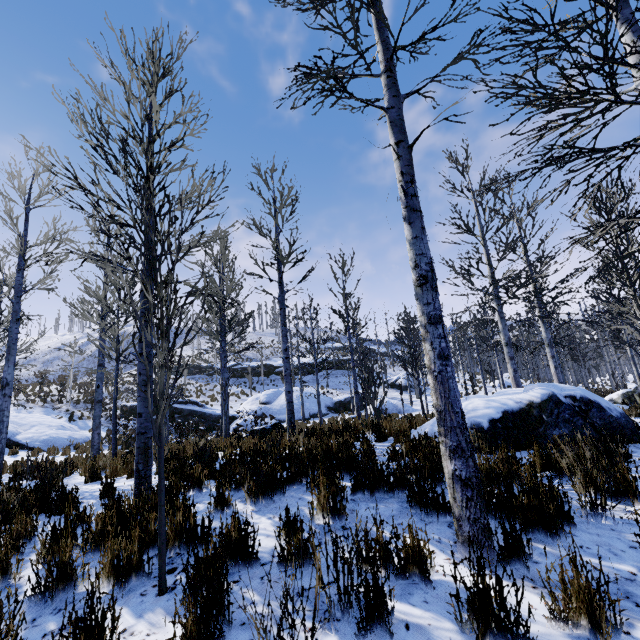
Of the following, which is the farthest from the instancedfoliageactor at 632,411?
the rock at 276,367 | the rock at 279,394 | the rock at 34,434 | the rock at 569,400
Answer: the rock at 276,367

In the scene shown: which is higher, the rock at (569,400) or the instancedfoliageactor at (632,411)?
the rock at (569,400)

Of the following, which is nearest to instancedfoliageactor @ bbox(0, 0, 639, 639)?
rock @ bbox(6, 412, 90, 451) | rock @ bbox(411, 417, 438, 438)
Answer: rock @ bbox(411, 417, 438, 438)

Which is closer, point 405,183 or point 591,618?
point 591,618

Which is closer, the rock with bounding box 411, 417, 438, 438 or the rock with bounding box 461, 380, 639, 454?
the rock with bounding box 461, 380, 639, 454

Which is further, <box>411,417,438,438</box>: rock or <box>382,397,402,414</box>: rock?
<box>382,397,402,414</box>: rock

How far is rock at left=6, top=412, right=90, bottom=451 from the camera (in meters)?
15.86

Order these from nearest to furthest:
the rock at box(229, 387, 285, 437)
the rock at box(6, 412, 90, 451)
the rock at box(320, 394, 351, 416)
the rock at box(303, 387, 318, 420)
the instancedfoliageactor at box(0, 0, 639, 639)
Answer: the instancedfoliageactor at box(0, 0, 639, 639), the rock at box(229, 387, 285, 437), the rock at box(6, 412, 90, 451), the rock at box(303, 387, 318, 420), the rock at box(320, 394, 351, 416)
